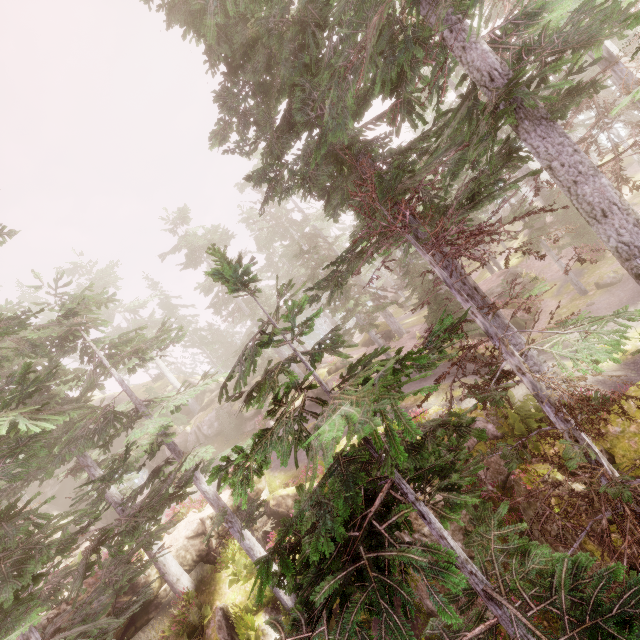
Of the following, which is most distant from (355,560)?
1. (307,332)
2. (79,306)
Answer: (79,306)

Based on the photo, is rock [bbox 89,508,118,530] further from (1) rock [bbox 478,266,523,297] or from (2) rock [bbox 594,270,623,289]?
(1) rock [bbox 478,266,523,297]

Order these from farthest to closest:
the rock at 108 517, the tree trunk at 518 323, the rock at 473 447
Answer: the rock at 108 517 → the tree trunk at 518 323 → the rock at 473 447

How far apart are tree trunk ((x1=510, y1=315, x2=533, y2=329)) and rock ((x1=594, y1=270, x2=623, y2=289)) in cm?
350

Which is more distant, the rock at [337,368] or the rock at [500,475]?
the rock at [337,368]

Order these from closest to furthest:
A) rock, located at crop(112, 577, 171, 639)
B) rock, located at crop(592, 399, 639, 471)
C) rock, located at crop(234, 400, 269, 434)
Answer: rock, located at crop(592, 399, 639, 471) → rock, located at crop(112, 577, 171, 639) → rock, located at crop(234, 400, 269, 434)

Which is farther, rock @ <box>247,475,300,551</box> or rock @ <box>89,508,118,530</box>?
rock @ <box>89,508,118,530</box>

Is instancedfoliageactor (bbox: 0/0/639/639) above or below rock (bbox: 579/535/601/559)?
above
